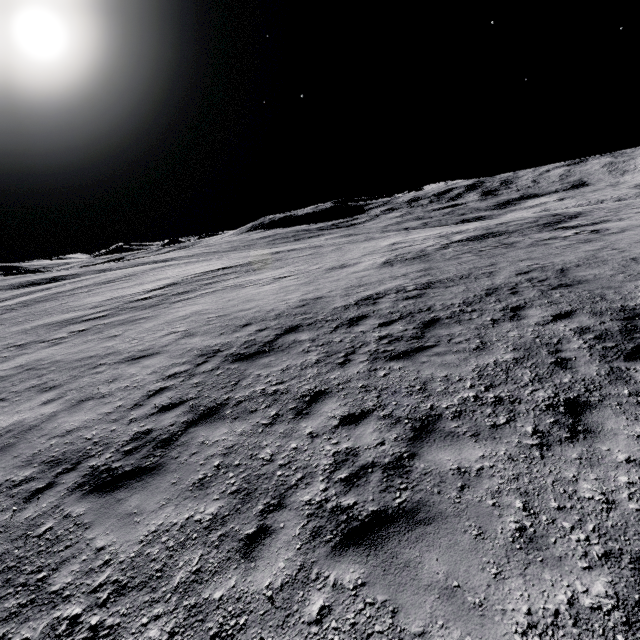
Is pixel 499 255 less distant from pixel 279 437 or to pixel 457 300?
pixel 457 300
